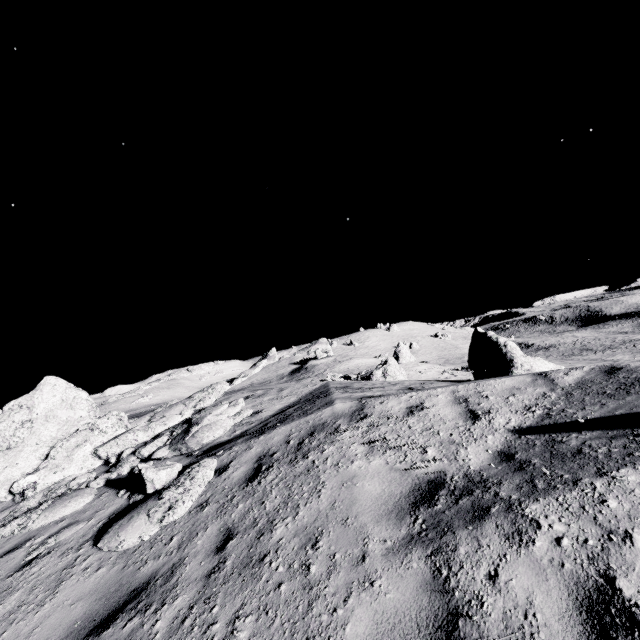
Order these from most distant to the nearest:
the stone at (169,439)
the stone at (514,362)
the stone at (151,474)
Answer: the stone at (514,362) < the stone at (169,439) < the stone at (151,474)

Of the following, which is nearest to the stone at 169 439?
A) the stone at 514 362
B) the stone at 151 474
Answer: the stone at 151 474

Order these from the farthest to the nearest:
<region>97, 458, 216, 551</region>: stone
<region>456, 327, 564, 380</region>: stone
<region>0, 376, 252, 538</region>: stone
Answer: <region>456, 327, 564, 380</region>: stone < <region>0, 376, 252, 538</region>: stone < <region>97, 458, 216, 551</region>: stone

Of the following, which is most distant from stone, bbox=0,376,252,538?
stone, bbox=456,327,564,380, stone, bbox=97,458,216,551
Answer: stone, bbox=456,327,564,380

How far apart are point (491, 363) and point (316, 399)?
6.6 meters

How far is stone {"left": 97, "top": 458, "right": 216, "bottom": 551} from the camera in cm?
516

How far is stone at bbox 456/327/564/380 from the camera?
10.68m
